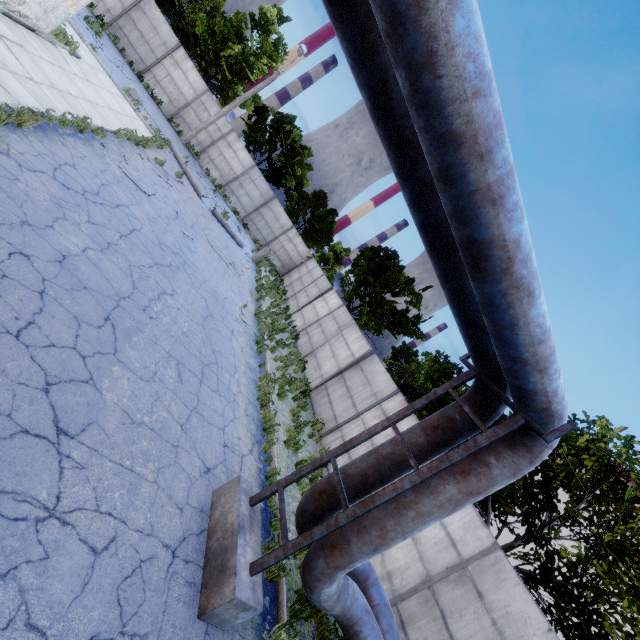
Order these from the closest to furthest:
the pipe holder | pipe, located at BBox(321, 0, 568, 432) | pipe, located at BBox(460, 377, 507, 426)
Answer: pipe, located at BBox(321, 0, 568, 432)
the pipe holder
pipe, located at BBox(460, 377, 507, 426)

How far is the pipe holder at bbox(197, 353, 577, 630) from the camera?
4.04m

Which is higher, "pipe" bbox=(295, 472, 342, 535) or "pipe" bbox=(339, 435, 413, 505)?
"pipe" bbox=(339, 435, 413, 505)

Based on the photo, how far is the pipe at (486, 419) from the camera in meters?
4.9

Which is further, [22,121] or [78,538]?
[22,121]

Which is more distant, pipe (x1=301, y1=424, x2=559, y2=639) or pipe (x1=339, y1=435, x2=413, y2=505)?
pipe (x1=339, y1=435, x2=413, y2=505)
